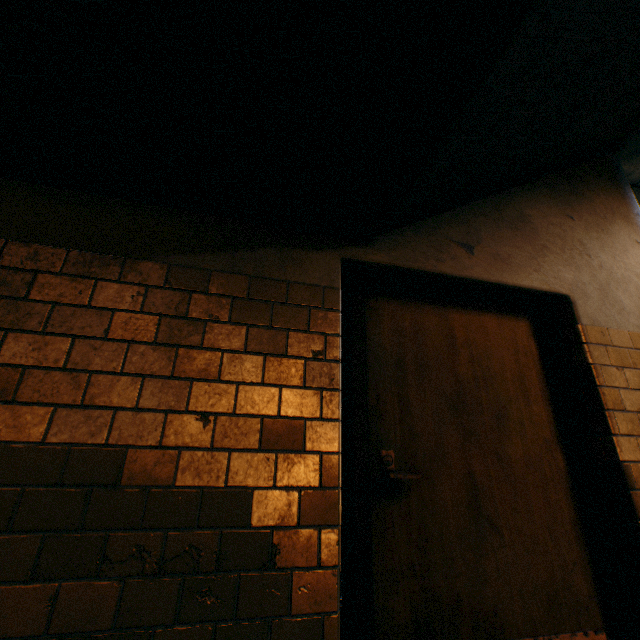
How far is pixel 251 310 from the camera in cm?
167

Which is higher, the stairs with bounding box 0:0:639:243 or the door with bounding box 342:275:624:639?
the stairs with bounding box 0:0:639:243

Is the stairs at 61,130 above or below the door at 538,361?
above
